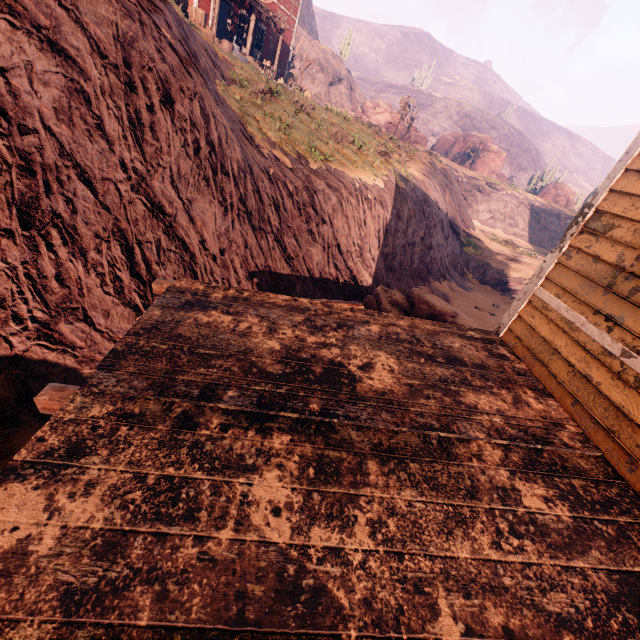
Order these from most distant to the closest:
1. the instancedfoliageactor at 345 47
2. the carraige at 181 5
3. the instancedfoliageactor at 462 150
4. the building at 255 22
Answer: the instancedfoliageactor at 462 150
the instancedfoliageactor at 345 47
the building at 255 22
the carraige at 181 5

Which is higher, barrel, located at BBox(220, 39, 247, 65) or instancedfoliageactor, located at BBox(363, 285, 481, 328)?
barrel, located at BBox(220, 39, 247, 65)

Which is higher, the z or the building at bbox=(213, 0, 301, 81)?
the building at bbox=(213, 0, 301, 81)

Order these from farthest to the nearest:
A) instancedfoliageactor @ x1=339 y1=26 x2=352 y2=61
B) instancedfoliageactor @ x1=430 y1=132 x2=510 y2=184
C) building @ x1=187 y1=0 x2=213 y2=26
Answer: instancedfoliageactor @ x1=430 y1=132 x2=510 y2=184, instancedfoliageactor @ x1=339 y1=26 x2=352 y2=61, building @ x1=187 y1=0 x2=213 y2=26

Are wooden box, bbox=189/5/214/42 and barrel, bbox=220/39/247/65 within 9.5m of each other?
yes

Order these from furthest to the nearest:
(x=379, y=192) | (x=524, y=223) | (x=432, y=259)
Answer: (x=524, y=223) < (x=432, y=259) < (x=379, y=192)

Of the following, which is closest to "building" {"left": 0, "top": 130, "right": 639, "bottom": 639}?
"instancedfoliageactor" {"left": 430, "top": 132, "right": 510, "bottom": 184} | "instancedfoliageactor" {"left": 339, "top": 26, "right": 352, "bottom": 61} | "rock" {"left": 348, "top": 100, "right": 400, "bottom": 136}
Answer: "instancedfoliageactor" {"left": 430, "top": 132, "right": 510, "bottom": 184}

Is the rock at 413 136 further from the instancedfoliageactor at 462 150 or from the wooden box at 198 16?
the wooden box at 198 16
